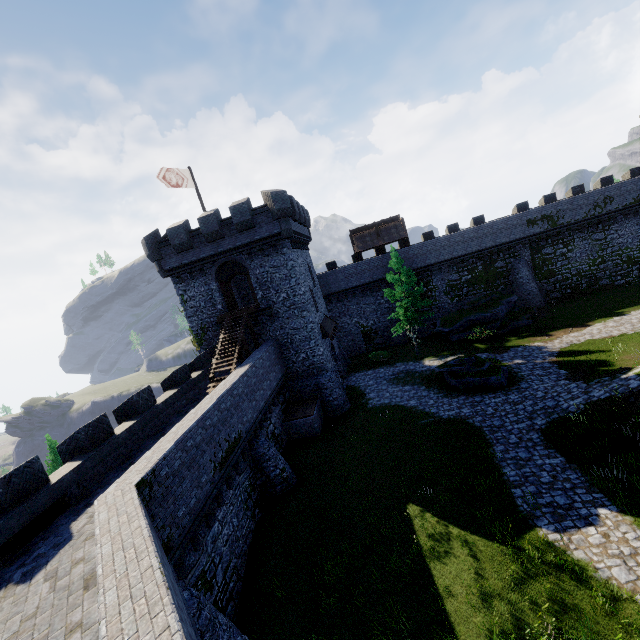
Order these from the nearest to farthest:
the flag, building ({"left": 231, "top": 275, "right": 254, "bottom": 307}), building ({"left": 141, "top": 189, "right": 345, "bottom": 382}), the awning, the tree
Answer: the flag → building ({"left": 141, "top": 189, "right": 345, "bottom": 382}) → the awning → the tree → building ({"left": 231, "top": 275, "right": 254, "bottom": 307})

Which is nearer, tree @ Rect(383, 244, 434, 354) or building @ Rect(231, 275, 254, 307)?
tree @ Rect(383, 244, 434, 354)

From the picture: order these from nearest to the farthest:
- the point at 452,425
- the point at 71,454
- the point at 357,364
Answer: the point at 71,454 < the point at 452,425 < the point at 357,364

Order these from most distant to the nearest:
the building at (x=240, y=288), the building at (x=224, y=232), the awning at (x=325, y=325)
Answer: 1. the building at (x=240, y=288)
2. the awning at (x=325, y=325)
3. the building at (x=224, y=232)

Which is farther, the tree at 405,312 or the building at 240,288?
the building at 240,288

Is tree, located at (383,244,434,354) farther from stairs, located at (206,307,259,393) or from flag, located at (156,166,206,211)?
flag, located at (156,166,206,211)

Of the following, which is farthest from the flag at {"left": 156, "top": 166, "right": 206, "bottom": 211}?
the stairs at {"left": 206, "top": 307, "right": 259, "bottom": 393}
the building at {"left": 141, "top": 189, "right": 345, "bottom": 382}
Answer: the stairs at {"left": 206, "top": 307, "right": 259, "bottom": 393}
